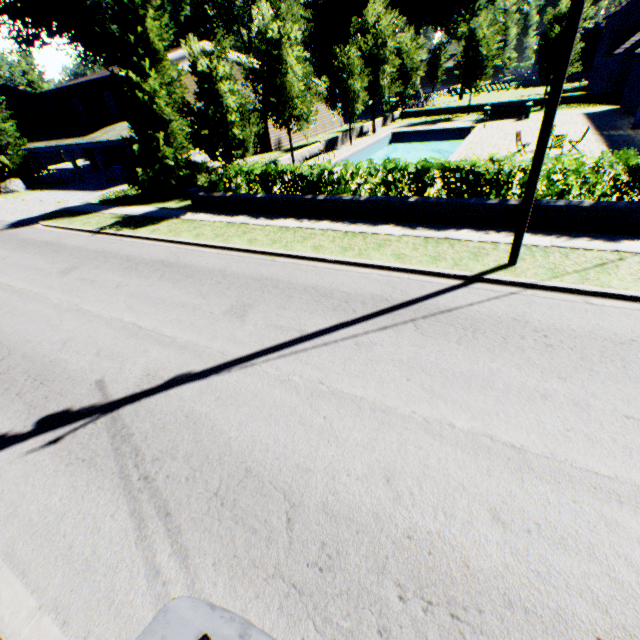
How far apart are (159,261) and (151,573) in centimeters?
976cm

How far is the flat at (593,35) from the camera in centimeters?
4884cm

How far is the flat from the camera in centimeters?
4884cm

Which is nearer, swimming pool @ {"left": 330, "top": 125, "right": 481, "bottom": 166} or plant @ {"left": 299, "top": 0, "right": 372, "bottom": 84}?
swimming pool @ {"left": 330, "top": 125, "right": 481, "bottom": 166}

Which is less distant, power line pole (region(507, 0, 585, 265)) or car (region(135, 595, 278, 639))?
car (region(135, 595, 278, 639))

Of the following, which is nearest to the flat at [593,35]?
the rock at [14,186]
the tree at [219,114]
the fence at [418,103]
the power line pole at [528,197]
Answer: the fence at [418,103]

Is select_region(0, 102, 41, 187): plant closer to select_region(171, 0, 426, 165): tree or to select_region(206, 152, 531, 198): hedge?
select_region(171, 0, 426, 165): tree

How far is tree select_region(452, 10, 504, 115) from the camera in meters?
29.2 m
